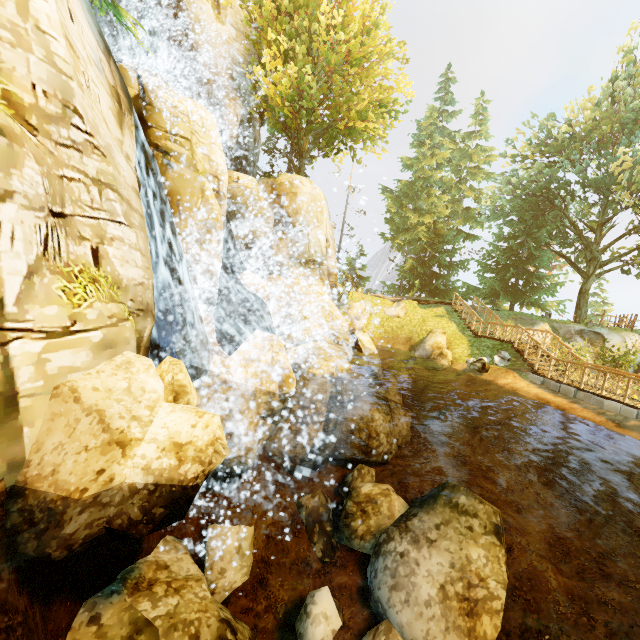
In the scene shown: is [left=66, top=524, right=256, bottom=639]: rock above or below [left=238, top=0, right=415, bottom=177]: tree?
below

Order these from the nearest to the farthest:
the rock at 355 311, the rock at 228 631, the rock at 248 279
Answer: the rock at 228 631, the rock at 248 279, the rock at 355 311

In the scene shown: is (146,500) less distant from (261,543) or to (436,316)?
(261,543)

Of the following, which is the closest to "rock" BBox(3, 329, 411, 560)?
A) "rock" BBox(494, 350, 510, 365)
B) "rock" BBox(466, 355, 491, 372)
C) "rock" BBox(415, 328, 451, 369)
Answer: "rock" BBox(415, 328, 451, 369)

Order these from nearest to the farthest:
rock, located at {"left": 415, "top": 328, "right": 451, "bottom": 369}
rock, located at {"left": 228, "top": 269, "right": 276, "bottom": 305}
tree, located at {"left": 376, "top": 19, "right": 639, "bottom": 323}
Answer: rock, located at {"left": 228, "top": 269, "right": 276, "bottom": 305} → rock, located at {"left": 415, "top": 328, "right": 451, "bottom": 369} → tree, located at {"left": 376, "top": 19, "right": 639, "bottom": 323}

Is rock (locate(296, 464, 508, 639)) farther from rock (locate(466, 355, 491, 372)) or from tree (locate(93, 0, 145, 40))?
tree (locate(93, 0, 145, 40))

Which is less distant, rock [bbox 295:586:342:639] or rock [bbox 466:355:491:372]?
rock [bbox 295:586:342:639]

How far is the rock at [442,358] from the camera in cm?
1909
